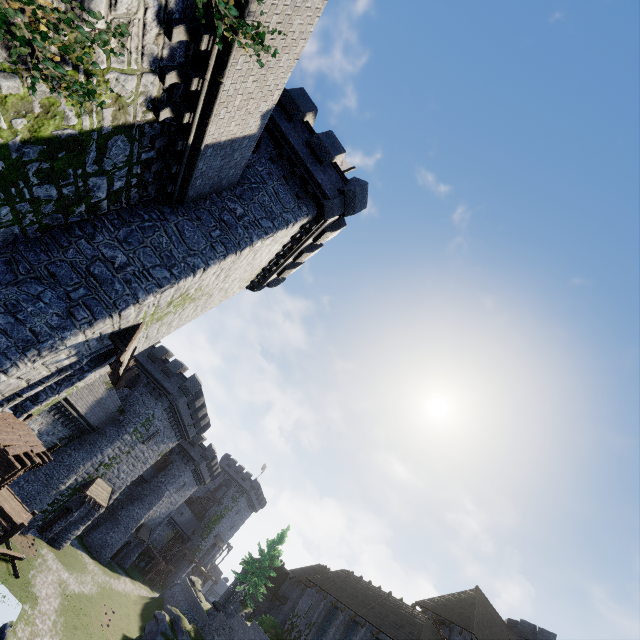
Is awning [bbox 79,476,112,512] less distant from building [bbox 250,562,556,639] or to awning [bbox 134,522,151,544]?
awning [bbox 134,522,151,544]

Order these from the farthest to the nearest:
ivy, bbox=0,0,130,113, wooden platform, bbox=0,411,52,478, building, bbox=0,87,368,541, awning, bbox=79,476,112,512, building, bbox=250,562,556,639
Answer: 1. awning, bbox=79,476,112,512
2. building, bbox=250,562,556,639
3. building, bbox=0,87,368,541
4. wooden platform, bbox=0,411,52,478
5. ivy, bbox=0,0,130,113

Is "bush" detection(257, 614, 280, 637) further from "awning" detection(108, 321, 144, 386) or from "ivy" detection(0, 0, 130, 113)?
"ivy" detection(0, 0, 130, 113)

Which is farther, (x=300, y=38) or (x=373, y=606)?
(x=373, y=606)

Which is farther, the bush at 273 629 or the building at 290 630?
the bush at 273 629

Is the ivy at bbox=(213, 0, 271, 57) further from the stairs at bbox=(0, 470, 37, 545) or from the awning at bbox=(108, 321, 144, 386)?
the stairs at bbox=(0, 470, 37, 545)

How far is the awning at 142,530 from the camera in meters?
42.4 m

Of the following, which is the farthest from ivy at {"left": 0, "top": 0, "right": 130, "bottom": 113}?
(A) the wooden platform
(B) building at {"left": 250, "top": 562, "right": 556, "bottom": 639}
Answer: (B) building at {"left": 250, "top": 562, "right": 556, "bottom": 639}
